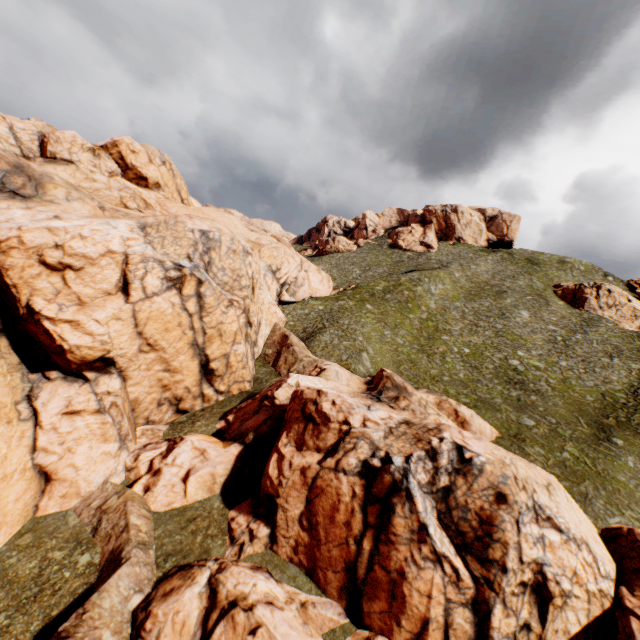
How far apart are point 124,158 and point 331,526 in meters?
46.9

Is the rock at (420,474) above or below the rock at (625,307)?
below

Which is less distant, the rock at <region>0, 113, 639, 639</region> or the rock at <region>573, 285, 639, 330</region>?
the rock at <region>0, 113, 639, 639</region>

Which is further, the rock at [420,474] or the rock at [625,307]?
the rock at [625,307]

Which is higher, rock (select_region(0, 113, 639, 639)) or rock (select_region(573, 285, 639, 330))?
rock (select_region(573, 285, 639, 330))
